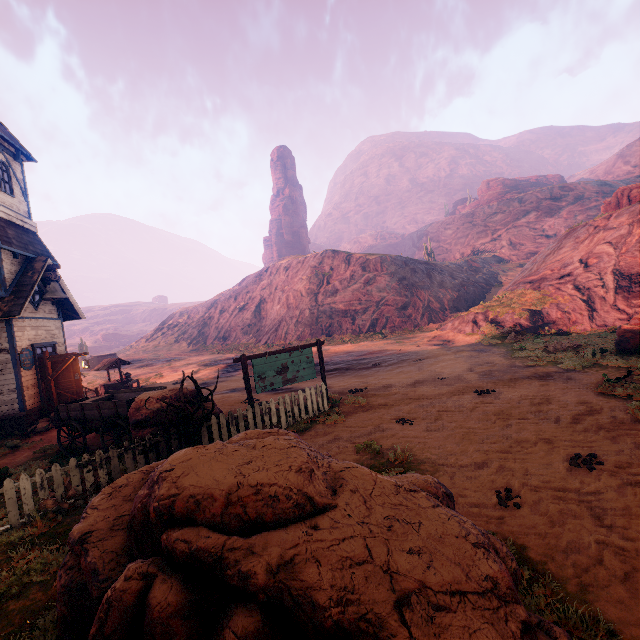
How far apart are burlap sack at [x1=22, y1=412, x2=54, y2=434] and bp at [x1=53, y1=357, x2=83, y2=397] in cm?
51

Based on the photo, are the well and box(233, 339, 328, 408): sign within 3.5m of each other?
no

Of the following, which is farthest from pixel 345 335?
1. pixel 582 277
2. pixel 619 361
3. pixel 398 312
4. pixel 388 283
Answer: pixel 619 361

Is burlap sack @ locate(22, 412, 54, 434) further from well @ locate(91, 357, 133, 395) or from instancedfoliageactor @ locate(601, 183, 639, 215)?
instancedfoliageactor @ locate(601, 183, 639, 215)

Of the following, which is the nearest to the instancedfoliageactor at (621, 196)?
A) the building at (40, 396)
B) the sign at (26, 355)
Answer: the building at (40, 396)

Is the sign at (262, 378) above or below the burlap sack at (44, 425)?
above

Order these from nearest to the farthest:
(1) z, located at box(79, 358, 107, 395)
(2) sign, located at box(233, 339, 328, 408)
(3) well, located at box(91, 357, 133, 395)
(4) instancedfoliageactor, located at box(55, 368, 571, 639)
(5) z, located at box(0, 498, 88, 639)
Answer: (4) instancedfoliageactor, located at box(55, 368, 571, 639)
(5) z, located at box(0, 498, 88, 639)
(2) sign, located at box(233, 339, 328, 408)
(3) well, located at box(91, 357, 133, 395)
(1) z, located at box(79, 358, 107, 395)

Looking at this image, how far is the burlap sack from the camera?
12.88m
